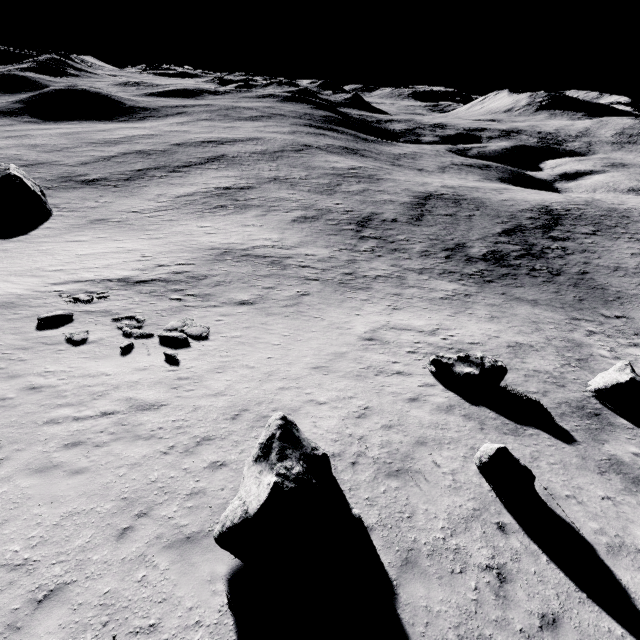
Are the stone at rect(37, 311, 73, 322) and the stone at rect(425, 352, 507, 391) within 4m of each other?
no

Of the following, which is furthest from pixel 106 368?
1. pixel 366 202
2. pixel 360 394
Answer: pixel 366 202

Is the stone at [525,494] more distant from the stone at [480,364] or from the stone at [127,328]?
the stone at [127,328]

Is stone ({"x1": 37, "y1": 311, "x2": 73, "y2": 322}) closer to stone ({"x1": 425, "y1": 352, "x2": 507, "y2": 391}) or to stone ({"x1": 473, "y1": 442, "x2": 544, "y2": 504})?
stone ({"x1": 425, "y1": 352, "x2": 507, "y2": 391})

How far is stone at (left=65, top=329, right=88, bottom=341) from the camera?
13.5m

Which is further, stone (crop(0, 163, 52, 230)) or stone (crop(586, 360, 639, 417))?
stone (crop(0, 163, 52, 230))

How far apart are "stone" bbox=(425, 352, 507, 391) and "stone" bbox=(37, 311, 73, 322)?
17.4 meters

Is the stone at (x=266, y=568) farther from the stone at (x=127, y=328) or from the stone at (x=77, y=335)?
the stone at (x=77, y=335)
